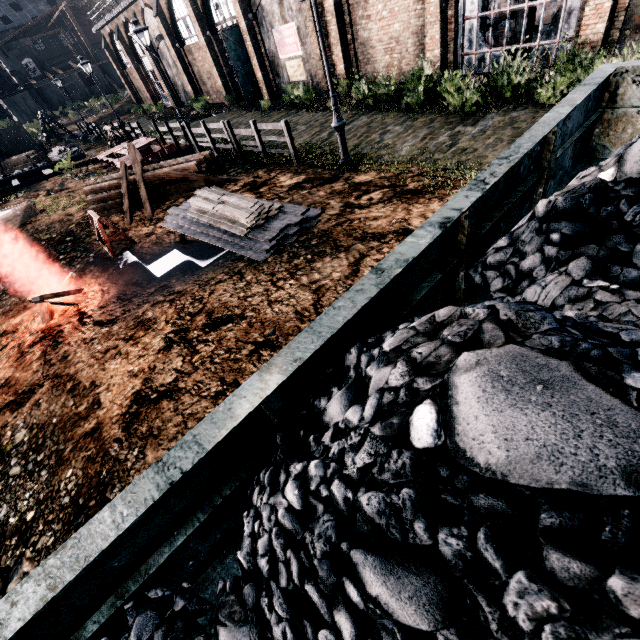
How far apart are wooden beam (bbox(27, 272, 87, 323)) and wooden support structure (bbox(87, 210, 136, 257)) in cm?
140

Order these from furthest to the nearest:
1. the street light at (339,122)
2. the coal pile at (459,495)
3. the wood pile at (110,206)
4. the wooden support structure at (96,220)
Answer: the wood pile at (110,206) → the wooden support structure at (96,220) → the street light at (339,122) → the coal pile at (459,495)

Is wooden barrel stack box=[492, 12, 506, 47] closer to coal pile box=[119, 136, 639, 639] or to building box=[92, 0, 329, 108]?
building box=[92, 0, 329, 108]

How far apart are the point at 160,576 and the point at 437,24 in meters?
19.4

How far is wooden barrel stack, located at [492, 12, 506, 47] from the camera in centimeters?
1330cm

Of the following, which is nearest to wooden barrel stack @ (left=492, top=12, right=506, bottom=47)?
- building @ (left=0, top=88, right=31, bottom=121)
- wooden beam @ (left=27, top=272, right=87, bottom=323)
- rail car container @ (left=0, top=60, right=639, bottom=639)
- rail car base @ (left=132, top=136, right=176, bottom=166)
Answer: rail car container @ (left=0, top=60, right=639, bottom=639)

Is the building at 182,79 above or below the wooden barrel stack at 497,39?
above

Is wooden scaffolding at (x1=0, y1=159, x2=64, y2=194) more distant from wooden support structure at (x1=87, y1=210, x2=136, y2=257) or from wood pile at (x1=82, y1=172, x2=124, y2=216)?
wooden support structure at (x1=87, y1=210, x2=136, y2=257)
